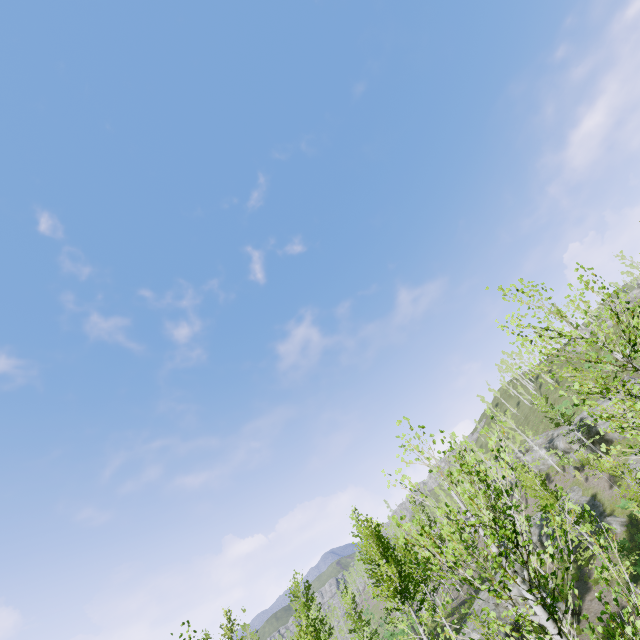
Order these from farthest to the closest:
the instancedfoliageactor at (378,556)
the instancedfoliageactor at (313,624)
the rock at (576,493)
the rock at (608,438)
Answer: the rock at (608,438) → the rock at (576,493) → the instancedfoliageactor at (313,624) → the instancedfoliageactor at (378,556)

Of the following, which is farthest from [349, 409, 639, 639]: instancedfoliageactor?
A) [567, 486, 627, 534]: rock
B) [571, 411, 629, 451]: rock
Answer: [571, 411, 629, 451]: rock

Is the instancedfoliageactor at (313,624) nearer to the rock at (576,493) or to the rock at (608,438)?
the rock at (576,493)

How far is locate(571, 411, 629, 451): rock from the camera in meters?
35.0 m

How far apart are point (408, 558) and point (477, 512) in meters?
32.2 m

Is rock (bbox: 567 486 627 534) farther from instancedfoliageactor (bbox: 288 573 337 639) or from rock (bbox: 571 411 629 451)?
rock (bbox: 571 411 629 451)

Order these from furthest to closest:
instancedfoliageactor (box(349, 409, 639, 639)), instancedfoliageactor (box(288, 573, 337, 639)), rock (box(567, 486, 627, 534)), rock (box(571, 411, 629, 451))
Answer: rock (box(571, 411, 629, 451)) < rock (box(567, 486, 627, 534)) < instancedfoliageactor (box(288, 573, 337, 639)) < instancedfoliageactor (box(349, 409, 639, 639))
